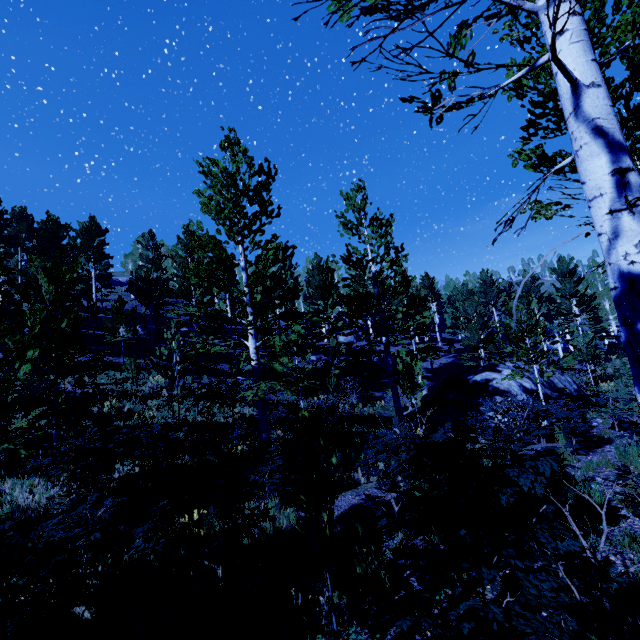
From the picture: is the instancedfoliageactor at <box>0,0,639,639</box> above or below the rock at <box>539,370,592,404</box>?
above

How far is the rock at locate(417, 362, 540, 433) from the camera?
14.23m

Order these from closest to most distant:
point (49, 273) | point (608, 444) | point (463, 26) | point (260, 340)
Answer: point (463, 26) < point (608, 444) < point (49, 273) < point (260, 340)

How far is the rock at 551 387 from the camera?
14.7m

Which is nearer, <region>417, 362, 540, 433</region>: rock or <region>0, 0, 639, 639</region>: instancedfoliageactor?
<region>0, 0, 639, 639</region>: instancedfoliageactor
